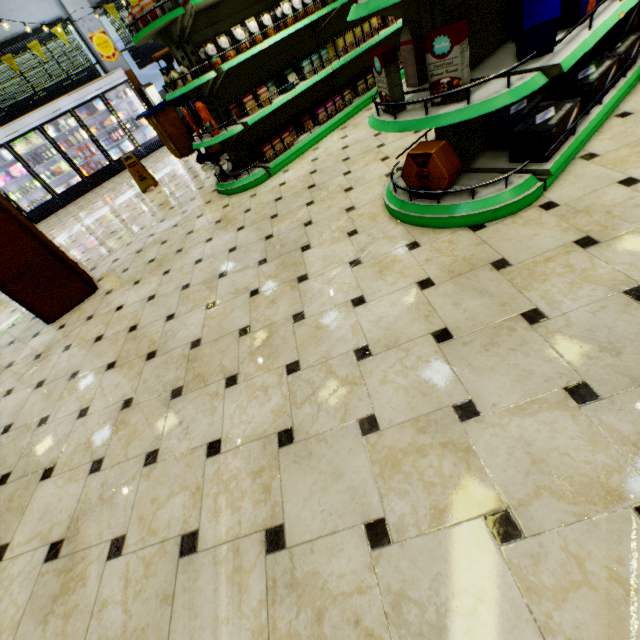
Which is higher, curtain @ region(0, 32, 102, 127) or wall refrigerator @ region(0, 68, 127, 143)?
curtain @ region(0, 32, 102, 127)

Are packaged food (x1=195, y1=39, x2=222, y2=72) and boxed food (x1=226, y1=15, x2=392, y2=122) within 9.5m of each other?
yes

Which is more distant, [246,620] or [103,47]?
[103,47]

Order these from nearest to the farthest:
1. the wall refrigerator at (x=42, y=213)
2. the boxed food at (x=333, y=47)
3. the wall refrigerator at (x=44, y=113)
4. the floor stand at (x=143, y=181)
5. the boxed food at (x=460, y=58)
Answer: the boxed food at (x=460, y=58), the boxed food at (x=333, y=47), the floor stand at (x=143, y=181), the wall refrigerator at (x=44, y=113), the wall refrigerator at (x=42, y=213)

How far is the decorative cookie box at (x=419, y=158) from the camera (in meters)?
2.15

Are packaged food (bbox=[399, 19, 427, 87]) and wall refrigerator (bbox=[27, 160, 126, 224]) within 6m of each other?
no

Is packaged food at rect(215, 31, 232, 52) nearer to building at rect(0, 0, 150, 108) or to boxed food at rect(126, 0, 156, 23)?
boxed food at rect(126, 0, 156, 23)

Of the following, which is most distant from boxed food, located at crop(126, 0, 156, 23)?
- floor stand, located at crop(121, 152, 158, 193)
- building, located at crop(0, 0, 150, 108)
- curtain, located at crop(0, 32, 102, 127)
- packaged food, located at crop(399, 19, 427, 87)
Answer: curtain, located at crop(0, 32, 102, 127)
